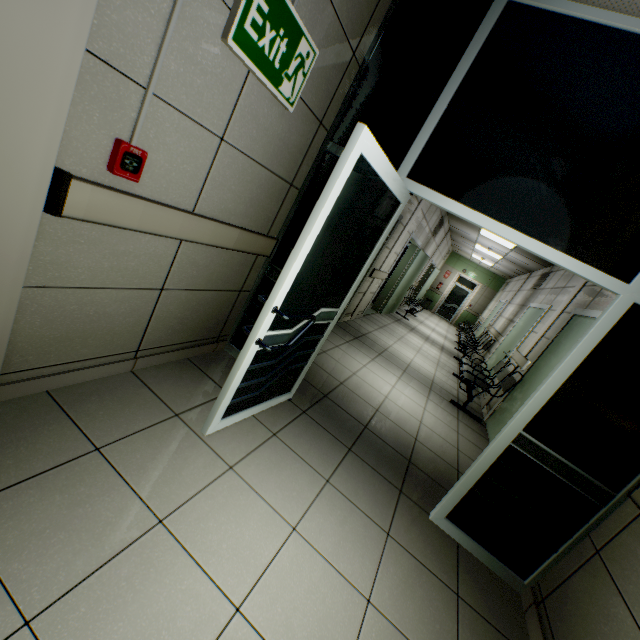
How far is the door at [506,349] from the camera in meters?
6.4

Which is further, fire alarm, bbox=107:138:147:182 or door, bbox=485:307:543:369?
door, bbox=485:307:543:369

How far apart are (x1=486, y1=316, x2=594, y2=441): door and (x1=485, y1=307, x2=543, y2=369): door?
1.7 meters

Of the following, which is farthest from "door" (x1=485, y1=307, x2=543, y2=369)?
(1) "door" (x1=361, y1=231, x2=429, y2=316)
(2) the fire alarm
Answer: (2) the fire alarm

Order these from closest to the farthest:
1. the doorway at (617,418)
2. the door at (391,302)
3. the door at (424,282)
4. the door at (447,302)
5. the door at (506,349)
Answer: the doorway at (617,418) → the door at (506,349) → the door at (391,302) → the door at (424,282) → the door at (447,302)

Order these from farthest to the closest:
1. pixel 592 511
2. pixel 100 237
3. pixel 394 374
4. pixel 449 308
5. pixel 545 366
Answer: pixel 449 308 → pixel 394 374 → pixel 545 366 → pixel 592 511 → pixel 100 237

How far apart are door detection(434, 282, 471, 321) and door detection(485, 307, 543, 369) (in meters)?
9.78

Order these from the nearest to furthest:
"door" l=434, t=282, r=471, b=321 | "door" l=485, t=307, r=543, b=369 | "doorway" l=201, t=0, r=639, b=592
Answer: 1. "doorway" l=201, t=0, r=639, b=592
2. "door" l=485, t=307, r=543, b=369
3. "door" l=434, t=282, r=471, b=321
